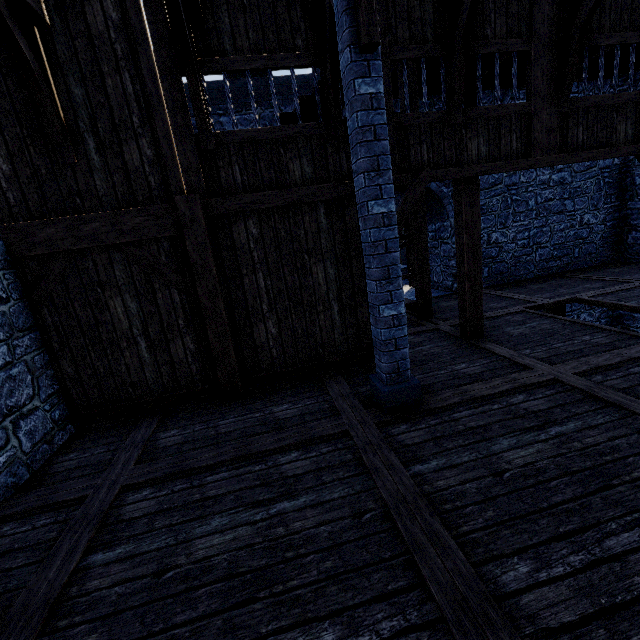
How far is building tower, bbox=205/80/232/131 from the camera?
8.39m

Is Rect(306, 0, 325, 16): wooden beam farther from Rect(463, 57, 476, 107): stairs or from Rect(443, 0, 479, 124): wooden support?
Rect(443, 0, 479, 124): wooden support

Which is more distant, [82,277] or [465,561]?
[82,277]

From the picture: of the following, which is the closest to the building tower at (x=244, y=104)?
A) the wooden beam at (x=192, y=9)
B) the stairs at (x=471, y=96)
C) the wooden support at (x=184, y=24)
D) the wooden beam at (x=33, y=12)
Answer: the stairs at (x=471, y=96)

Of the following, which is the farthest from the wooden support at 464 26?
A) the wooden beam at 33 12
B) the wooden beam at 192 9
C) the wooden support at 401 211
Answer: the wooden beam at 33 12

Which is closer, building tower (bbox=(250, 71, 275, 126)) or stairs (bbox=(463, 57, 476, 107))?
stairs (bbox=(463, 57, 476, 107))

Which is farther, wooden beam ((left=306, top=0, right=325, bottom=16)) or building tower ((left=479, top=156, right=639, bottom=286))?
building tower ((left=479, top=156, right=639, bottom=286))

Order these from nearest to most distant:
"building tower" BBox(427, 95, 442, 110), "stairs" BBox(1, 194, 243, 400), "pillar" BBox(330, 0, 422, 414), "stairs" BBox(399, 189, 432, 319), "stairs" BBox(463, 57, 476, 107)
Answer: "pillar" BBox(330, 0, 422, 414) → "stairs" BBox(1, 194, 243, 400) → "stairs" BBox(463, 57, 476, 107) → "stairs" BBox(399, 189, 432, 319) → "building tower" BBox(427, 95, 442, 110)
